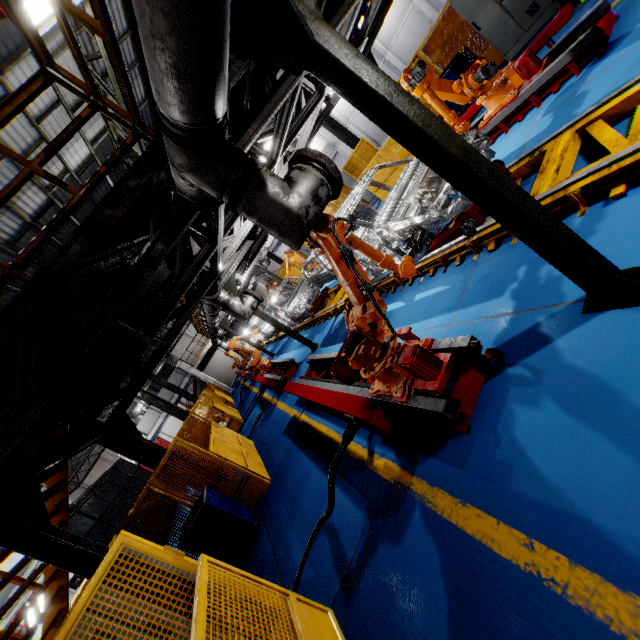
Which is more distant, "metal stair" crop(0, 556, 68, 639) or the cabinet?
the cabinet

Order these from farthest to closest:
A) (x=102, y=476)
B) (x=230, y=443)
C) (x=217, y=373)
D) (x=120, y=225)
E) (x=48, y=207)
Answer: (x=217, y=373) → (x=102, y=476) → (x=48, y=207) → (x=230, y=443) → (x=120, y=225)

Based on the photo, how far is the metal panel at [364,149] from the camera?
11.3 meters

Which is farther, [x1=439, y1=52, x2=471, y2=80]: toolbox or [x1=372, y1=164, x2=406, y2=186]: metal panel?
[x1=372, y1=164, x2=406, y2=186]: metal panel

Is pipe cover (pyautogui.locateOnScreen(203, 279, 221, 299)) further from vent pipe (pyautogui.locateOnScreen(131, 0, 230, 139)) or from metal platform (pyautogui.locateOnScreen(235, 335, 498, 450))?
vent pipe (pyautogui.locateOnScreen(131, 0, 230, 139))

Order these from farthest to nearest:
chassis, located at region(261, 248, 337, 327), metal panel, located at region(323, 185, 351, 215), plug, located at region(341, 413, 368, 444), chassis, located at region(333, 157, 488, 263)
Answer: metal panel, located at region(323, 185, 351, 215), chassis, located at region(261, 248, 337, 327), chassis, located at region(333, 157, 488, 263), plug, located at region(341, 413, 368, 444)

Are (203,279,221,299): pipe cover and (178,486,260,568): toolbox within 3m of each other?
no

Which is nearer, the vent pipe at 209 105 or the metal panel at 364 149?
the vent pipe at 209 105
